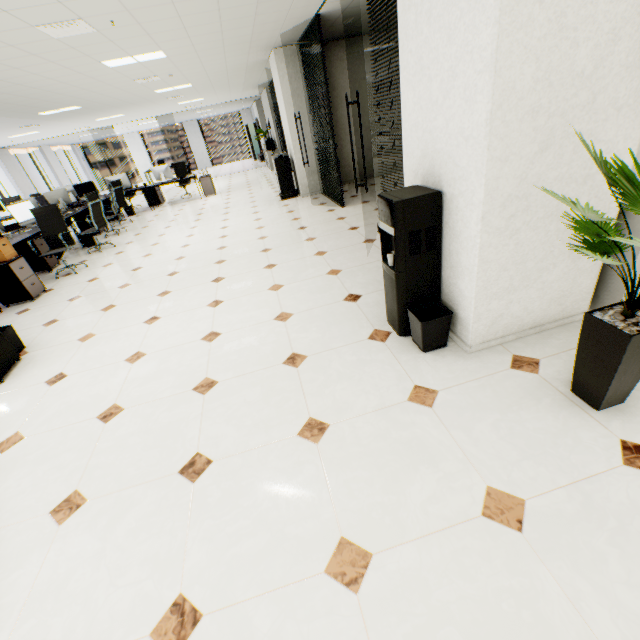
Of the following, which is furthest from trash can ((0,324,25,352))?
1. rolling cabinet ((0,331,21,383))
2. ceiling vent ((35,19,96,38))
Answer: ceiling vent ((35,19,96,38))

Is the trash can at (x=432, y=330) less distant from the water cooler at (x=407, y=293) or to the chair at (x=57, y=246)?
the water cooler at (x=407, y=293)

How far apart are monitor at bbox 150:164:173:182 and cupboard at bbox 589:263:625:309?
11.4 meters

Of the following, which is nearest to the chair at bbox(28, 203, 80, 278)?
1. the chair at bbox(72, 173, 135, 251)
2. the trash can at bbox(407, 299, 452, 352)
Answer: the chair at bbox(72, 173, 135, 251)

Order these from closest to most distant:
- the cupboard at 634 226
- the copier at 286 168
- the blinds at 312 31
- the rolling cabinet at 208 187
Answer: the cupboard at 634 226
the blinds at 312 31
the copier at 286 168
the rolling cabinet at 208 187

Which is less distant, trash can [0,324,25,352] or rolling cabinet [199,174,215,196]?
trash can [0,324,25,352]

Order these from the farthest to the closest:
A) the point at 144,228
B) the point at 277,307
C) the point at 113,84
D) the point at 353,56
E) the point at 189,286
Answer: the point at 144,228 → the point at 353,56 → the point at 113,84 → the point at 189,286 → the point at 277,307

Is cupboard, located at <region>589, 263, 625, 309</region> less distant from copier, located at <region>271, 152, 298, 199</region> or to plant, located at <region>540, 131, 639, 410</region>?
plant, located at <region>540, 131, 639, 410</region>
